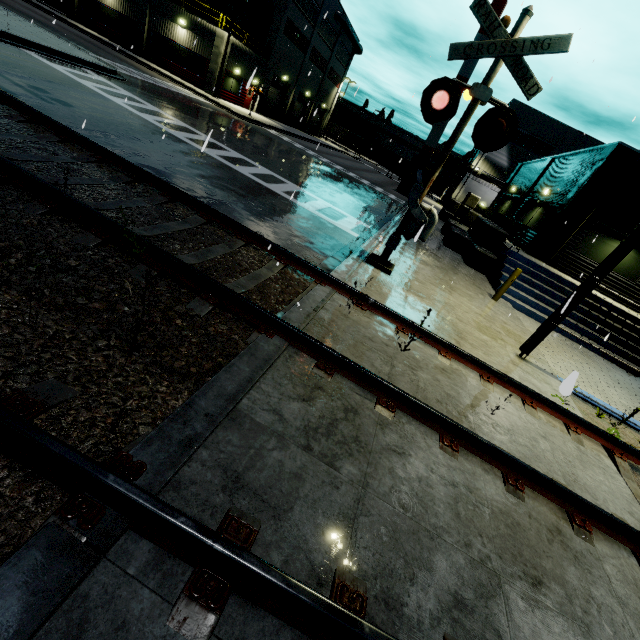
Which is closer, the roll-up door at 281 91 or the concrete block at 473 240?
the concrete block at 473 240

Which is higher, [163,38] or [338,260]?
[163,38]

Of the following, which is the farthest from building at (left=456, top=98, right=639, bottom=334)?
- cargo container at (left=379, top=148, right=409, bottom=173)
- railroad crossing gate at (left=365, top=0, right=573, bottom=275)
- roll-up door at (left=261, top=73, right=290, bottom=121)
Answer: railroad crossing gate at (left=365, top=0, right=573, bottom=275)

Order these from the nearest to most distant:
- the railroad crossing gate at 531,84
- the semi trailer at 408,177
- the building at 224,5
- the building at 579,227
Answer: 1. the railroad crossing gate at 531,84
2. the building at 579,227
3. the building at 224,5
4. the semi trailer at 408,177

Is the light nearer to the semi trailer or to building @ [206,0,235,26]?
building @ [206,0,235,26]

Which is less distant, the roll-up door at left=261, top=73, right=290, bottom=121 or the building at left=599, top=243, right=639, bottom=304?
the building at left=599, top=243, right=639, bottom=304

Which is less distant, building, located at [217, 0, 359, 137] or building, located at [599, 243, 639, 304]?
building, located at [599, 243, 639, 304]

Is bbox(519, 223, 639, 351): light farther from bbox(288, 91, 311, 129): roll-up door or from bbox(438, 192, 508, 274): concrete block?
bbox(288, 91, 311, 129): roll-up door
